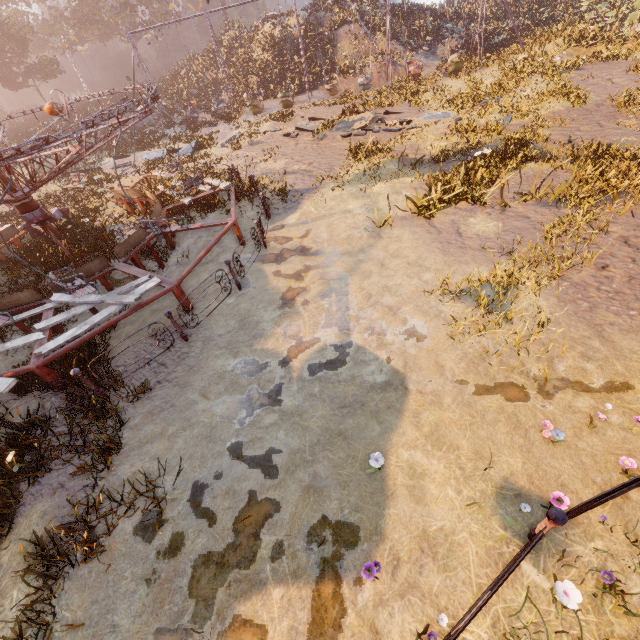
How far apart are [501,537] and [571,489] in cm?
116

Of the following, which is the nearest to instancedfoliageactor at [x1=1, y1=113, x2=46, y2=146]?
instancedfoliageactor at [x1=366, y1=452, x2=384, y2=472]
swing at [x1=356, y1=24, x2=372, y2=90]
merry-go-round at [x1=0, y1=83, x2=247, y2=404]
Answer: swing at [x1=356, y1=24, x2=372, y2=90]

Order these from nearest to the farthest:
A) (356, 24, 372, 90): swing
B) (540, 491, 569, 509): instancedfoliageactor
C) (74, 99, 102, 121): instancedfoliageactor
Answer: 1. (540, 491, 569, 509): instancedfoliageactor
2. (356, 24, 372, 90): swing
3. (74, 99, 102, 121): instancedfoliageactor

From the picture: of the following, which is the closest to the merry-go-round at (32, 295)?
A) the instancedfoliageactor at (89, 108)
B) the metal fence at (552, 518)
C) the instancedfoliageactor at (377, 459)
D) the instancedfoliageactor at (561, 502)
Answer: the instancedfoliageactor at (377, 459)

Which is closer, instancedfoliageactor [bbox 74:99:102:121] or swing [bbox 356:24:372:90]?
swing [bbox 356:24:372:90]

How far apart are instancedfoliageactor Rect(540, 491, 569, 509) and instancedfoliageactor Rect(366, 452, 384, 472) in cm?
203

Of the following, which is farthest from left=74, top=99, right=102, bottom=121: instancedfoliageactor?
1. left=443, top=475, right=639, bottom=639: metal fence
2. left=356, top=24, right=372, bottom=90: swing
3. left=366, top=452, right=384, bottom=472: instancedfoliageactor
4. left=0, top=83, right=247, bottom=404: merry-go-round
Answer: left=443, top=475, right=639, bottom=639: metal fence

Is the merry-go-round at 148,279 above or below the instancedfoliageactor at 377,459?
above
